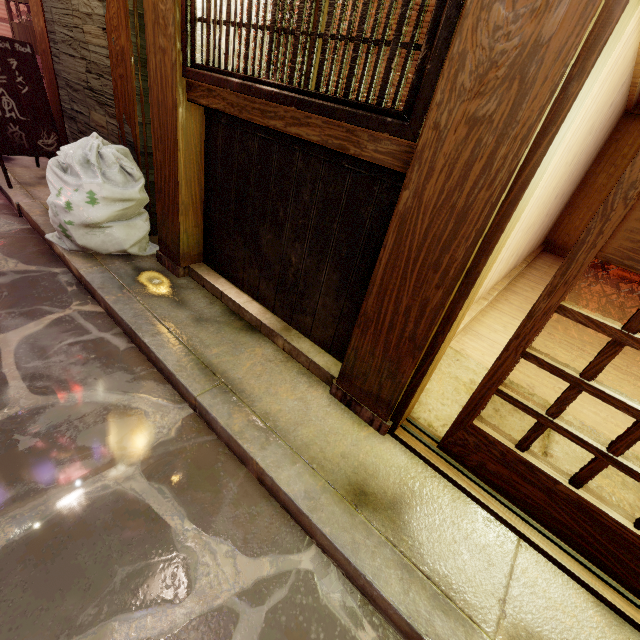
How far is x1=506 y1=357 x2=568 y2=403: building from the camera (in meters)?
5.21

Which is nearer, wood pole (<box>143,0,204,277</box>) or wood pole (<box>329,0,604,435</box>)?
wood pole (<box>329,0,604,435</box>)

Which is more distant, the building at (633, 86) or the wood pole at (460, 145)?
the building at (633, 86)

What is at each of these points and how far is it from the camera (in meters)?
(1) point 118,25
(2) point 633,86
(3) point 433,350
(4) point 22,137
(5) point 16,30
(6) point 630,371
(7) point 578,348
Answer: (1) wood pole, 5.01
(2) building, 8.23
(3) door frame, 3.07
(4) sign, 7.02
(5) door, 8.20
(6) building, 6.50
(7) building, 6.84

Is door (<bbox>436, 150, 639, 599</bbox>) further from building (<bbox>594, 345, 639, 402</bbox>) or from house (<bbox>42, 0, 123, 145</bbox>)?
house (<bbox>42, 0, 123, 145</bbox>)

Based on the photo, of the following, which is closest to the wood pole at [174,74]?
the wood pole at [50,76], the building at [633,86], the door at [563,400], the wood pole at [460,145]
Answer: the wood pole at [50,76]

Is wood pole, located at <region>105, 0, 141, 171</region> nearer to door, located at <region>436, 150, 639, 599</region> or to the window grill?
the window grill

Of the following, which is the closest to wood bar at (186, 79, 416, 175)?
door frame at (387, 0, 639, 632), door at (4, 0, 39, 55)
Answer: door frame at (387, 0, 639, 632)
